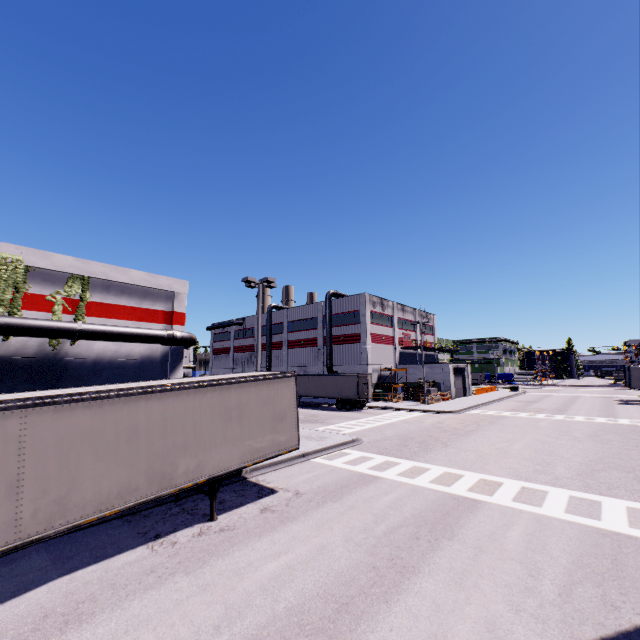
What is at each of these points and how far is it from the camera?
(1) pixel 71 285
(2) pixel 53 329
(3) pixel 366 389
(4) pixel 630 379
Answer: (1) tree, 19.0m
(2) pipe, 17.1m
(3) semi trailer door, 35.1m
(4) semi trailer, 39.0m

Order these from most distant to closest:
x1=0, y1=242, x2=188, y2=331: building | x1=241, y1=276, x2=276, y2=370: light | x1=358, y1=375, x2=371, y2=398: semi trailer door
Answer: x1=358, y1=375, x2=371, y2=398: semi trailer door < x1=241, y1=276, x2=276, y2=370: light < x1=0, y1=242, x2=188, y2=331: building

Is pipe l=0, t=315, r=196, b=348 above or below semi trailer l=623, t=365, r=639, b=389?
above

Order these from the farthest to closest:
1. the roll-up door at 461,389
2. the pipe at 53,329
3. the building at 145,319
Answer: the roll-up door at 461,389 → the building at 145,319 → the pipe at 53,329

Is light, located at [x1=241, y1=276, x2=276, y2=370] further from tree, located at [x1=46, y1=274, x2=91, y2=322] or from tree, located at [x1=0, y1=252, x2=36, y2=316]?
tree, located at [x1=0, y1=252, x2=36, y2=316]

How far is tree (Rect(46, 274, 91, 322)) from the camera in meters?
18.4

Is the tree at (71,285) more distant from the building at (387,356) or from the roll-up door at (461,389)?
the roll-up door at (461,389)

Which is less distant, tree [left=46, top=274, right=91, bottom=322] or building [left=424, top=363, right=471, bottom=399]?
tree [left=46, top=274, right=91, bottom=322]
